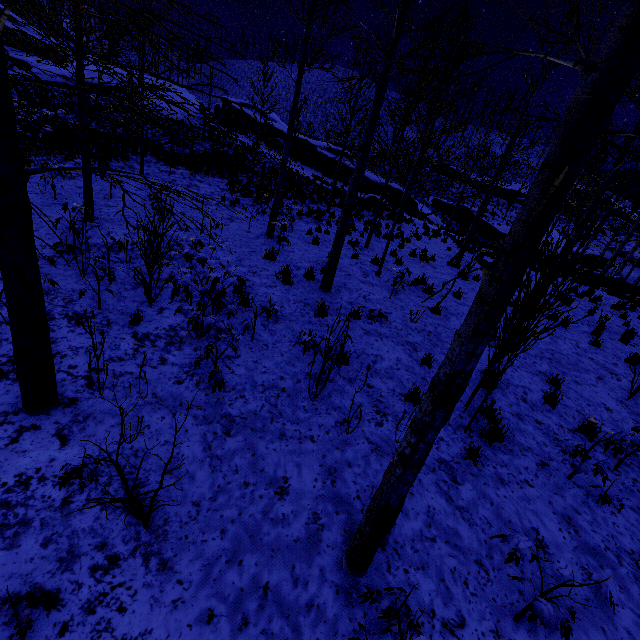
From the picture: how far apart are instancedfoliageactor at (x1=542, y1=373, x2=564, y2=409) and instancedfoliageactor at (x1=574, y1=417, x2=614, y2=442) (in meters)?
0.50

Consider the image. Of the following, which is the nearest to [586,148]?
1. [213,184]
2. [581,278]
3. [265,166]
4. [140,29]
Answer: [140,29]

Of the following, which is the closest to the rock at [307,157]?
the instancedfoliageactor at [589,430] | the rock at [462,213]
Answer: the rock at [462,213]

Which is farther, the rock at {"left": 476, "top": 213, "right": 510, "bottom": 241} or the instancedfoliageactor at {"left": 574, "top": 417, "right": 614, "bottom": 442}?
the rock at {"left": 476, "top": 213, "right": 510, "bottom": 241}

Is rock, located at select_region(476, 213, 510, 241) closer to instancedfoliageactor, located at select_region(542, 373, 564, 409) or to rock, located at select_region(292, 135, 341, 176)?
rock, located at select_region(292, 135, 341, 176)

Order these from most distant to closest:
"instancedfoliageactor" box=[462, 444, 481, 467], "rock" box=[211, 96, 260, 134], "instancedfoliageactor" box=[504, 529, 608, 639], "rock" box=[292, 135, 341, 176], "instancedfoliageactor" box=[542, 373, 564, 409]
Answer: "rock" box=[211, 96, 260, 134], "rock" box=[292, 135, 341, 176], "instancedfoliageactor" box=[542, 373, 564, 409], "instancedfoliageactor" box=[462, 444, 481, 467], "instancedfoliageactor" box=[504, 529, 608, 639]

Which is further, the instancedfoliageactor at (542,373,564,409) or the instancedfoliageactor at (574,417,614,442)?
the instancedfoliageactor at (542,373,564,409)

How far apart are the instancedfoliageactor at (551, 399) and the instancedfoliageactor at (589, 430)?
0.5m
